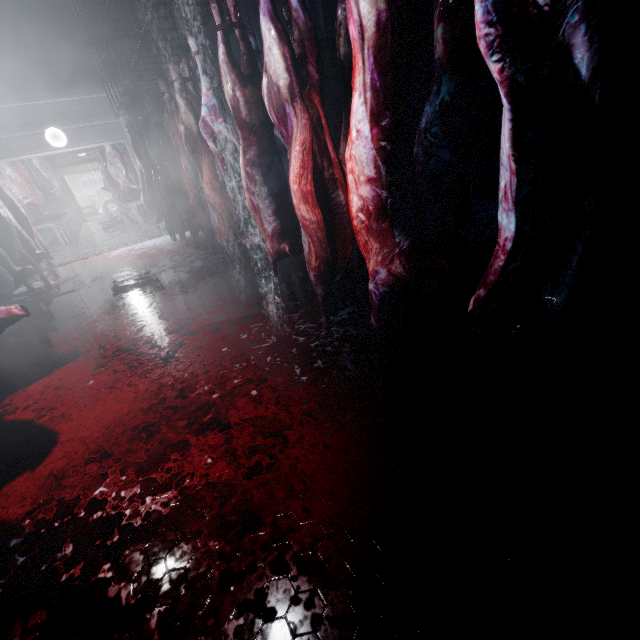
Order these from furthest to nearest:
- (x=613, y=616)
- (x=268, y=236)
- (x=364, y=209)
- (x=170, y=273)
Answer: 1. (x=170, y=273)
2. (x=268, y=236)
3. (x=364, y=209)
4. (x=613, y=616)

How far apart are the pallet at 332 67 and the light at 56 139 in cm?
385

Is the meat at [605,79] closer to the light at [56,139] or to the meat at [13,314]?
the meat at [13,314]

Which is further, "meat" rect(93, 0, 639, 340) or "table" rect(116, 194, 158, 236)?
"table" rect(116, 194, 158, 236)

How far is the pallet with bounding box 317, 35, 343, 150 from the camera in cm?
469

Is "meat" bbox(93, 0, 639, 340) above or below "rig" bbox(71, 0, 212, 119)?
below

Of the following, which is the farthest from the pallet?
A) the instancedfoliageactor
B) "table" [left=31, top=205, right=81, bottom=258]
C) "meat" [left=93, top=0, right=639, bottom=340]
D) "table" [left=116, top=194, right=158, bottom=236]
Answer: the instancedfoliageactor

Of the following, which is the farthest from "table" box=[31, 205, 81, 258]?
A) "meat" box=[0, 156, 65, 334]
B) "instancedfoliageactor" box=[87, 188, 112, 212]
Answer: "instancedfoliageactor" box=[87, 188, 112, 212]
